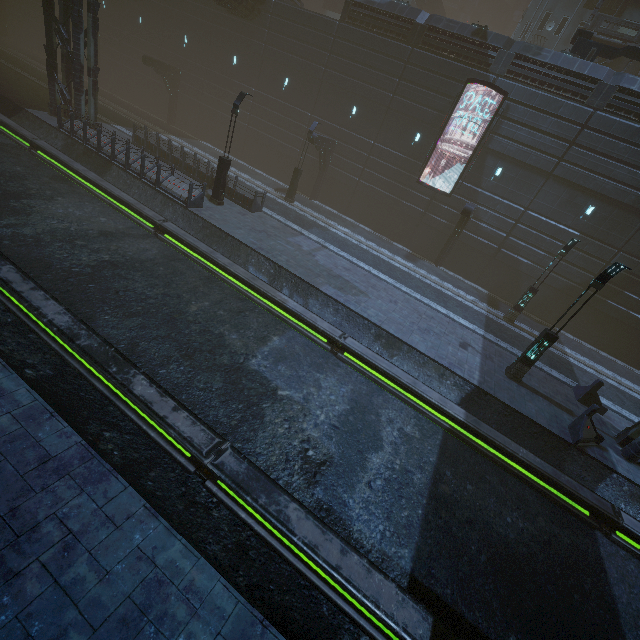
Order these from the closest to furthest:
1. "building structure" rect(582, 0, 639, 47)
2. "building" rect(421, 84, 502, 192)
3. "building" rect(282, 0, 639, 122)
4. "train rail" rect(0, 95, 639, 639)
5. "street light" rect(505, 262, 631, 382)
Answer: "train rail" rect(0, 95, 639, 639)
"street light" rect(505, 262, 631, 382)
"building" rect(282, 0, 639, 122)
"building" rect(421, 84, 502, 192)
"building structure" rect(582, 0, 639, 47)

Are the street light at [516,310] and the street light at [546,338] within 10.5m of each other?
yes

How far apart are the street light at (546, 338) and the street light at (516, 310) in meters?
6.7

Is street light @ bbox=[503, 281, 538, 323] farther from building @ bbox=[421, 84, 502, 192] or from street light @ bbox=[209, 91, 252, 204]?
street light @ bbox=[209, 91, 252, 204]

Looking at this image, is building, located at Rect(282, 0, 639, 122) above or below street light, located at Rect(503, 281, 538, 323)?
above

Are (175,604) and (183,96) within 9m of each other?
no

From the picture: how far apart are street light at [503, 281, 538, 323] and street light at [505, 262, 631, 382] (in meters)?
6.71

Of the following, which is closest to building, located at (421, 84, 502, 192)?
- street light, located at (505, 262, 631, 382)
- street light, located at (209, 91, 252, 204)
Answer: street light, located at (209, 91, 252, 204)
